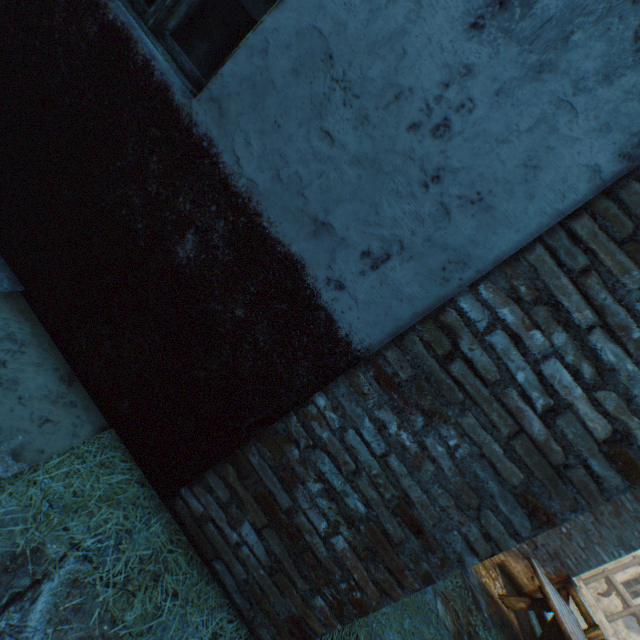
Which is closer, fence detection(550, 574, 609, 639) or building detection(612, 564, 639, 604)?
fence detection(550, 574, 609, 639)

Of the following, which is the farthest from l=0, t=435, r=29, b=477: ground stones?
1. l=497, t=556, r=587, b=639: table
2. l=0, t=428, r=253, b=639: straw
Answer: l=497, t=556, r=587, b=639: table

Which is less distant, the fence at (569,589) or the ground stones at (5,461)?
the ground stones at (5,461)

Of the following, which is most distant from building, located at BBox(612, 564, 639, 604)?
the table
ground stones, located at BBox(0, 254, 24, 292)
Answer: the table

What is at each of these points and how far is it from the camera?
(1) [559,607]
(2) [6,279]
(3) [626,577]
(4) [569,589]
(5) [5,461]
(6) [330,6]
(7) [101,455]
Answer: (1) table, 4.7m
(2) ground stones, 1.8m
(3) building, 16.4m
(4) fence, 5.7m
(5) ground stones, 1.3m
(6) building, 1.3m
(7) straw, 1.7m

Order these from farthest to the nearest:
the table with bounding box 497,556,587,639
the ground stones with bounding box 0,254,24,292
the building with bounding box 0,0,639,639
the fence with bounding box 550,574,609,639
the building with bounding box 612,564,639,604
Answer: the building with bounding box 612,564,639,604
the fence with bounding box 550,574,609,639
the table with bounding box 497,556,587,639
the ground stones with bounding box 0,254,24,292
the building with bounding box 0,0,639,639

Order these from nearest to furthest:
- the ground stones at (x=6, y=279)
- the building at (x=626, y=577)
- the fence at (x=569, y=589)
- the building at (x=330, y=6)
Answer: the building at (x=330, y=6) → the ground stones at (x=6, y=279) → the fence at (x=569, y=589) → the building at (x=626, y=577)

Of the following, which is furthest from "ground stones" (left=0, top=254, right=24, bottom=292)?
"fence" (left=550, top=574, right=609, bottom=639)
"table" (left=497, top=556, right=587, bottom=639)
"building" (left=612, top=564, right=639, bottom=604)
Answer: "fence" (left=550, top=574, right=609, bottom=639)
